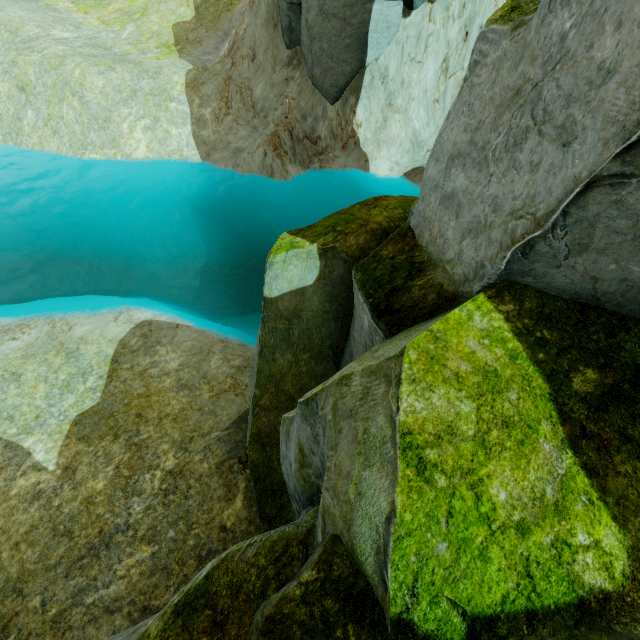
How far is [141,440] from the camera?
9.2m

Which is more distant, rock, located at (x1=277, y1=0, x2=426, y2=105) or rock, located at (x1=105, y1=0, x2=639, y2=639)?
rock, located at (x1=277, y1=0, x2=426, y2=105)

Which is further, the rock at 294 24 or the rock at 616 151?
the rock at 294 24
